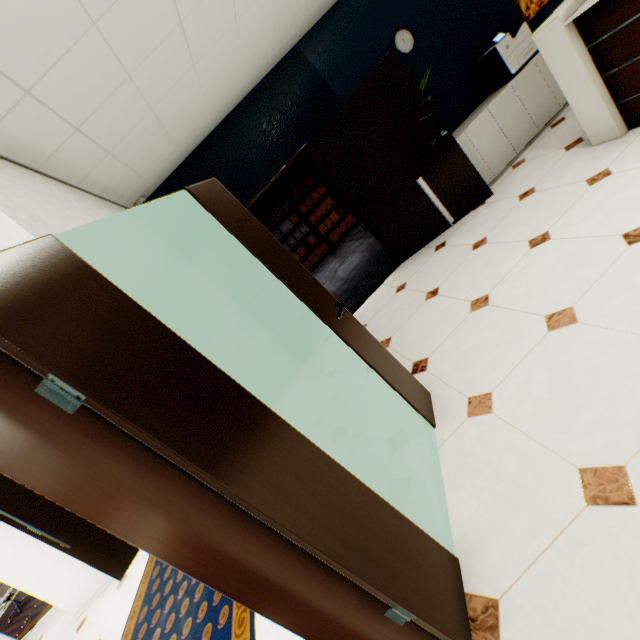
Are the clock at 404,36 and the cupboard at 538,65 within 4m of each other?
yes

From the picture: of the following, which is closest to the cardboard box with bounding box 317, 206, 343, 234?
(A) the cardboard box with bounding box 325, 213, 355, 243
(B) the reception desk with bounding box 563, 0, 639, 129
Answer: (A) the cardboard box with bounding box 325, 213, 355, 243

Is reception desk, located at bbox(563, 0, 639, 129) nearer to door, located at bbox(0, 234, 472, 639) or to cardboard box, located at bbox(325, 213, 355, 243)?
door, located at bbox(0, 234, 472, 639)

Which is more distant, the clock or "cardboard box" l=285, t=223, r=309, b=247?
"cardboard box" l=285, t=223, r=309, b=247

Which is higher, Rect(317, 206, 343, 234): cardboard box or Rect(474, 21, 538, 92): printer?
Rect(474, 21, 538, 92): printer

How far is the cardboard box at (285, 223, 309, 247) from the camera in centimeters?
970cm

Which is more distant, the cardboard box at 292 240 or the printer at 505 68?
the cardboard box at 292 240

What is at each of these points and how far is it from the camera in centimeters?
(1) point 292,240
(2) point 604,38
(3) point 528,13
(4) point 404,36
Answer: (1) cardboard box, 974cm
(2) reception desk, 256cm
(3) picture, 448cm
(4) clock, 423cm
